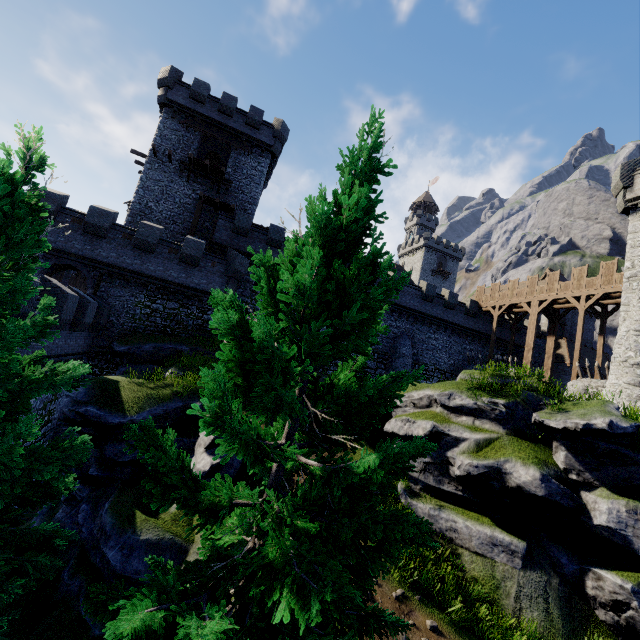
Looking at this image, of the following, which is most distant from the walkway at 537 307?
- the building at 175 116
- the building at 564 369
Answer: the building at 175 116

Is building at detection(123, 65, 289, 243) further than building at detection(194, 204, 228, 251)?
No

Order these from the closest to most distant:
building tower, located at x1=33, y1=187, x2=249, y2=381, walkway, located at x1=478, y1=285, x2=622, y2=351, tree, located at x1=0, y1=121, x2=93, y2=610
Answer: tree, located at x1=0, y1=121, x2=93, y2=610 < building tower, located at x1=33, y1=187, x2=249, y2=381 < walkway, located at x1=478, y1=285, x2=622, y2=351

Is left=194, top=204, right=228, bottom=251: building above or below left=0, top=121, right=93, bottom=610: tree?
above

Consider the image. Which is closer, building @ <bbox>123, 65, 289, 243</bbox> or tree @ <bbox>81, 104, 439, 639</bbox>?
tree @ <bbox>81, 104, 439, 639</bbox>

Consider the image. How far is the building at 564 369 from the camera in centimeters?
3538cm

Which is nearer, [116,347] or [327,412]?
[327,412]

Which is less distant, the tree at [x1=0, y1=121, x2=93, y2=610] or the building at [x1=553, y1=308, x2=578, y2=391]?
the tree at [x1=0, y1=121, x2=93, y2=610]
